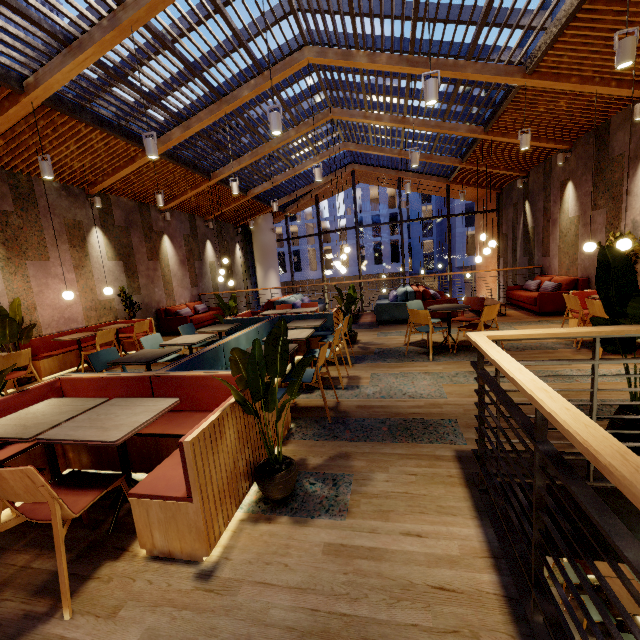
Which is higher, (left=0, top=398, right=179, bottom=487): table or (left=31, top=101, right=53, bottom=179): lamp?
(left=31, top=101, right=53, bottom=179): lamp

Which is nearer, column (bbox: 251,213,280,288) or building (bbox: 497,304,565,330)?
building (bbox: 497,304,565,330)

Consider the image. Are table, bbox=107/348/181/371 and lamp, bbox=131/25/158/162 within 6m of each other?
yes

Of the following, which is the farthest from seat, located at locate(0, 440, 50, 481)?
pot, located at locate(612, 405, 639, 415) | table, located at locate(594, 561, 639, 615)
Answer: table, located at locate(594, 561, 639, 615)

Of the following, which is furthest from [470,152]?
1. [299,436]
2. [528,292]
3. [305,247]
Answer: [305,247]

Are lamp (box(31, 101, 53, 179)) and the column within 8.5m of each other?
no

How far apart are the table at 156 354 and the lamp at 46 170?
3.41m

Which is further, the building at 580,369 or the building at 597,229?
the building at 597,229
